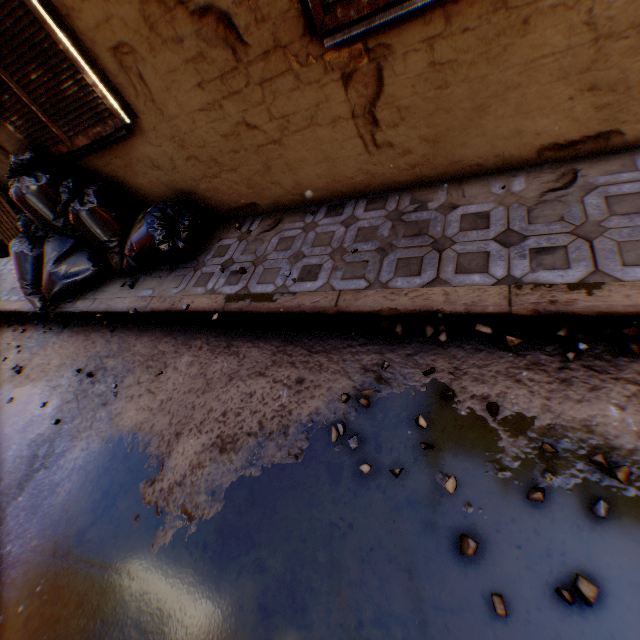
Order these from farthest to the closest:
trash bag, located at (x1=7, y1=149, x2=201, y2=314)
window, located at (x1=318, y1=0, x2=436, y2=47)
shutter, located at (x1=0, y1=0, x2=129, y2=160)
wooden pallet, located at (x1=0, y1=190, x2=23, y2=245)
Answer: wooden pallet, located at (x1=0, y1=190, x2=23, y2=245), trash bag, located at (x1=7, y1=149, x2=201, y2=314), shutter, located at (x1=0, y1=0, x2=129, y2=160), window, located at (x1=318, y1=0, x2=436, y2=47)

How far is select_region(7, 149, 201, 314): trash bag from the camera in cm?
352

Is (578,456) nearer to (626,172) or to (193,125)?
(626,172)

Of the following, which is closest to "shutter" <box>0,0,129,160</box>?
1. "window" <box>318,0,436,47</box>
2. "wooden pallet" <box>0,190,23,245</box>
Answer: "wooden pallet" <box>0,190,23,245</box>

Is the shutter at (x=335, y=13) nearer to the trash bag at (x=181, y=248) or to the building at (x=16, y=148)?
the building at (x=16, y=148)

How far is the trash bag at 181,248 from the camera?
3.5 meters

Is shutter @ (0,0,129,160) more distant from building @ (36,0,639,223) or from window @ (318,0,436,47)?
window @ (318,0,436,47)

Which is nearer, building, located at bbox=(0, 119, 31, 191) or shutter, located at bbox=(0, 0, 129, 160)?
shutter, located at bbox=(0, 0, 129, 160)
